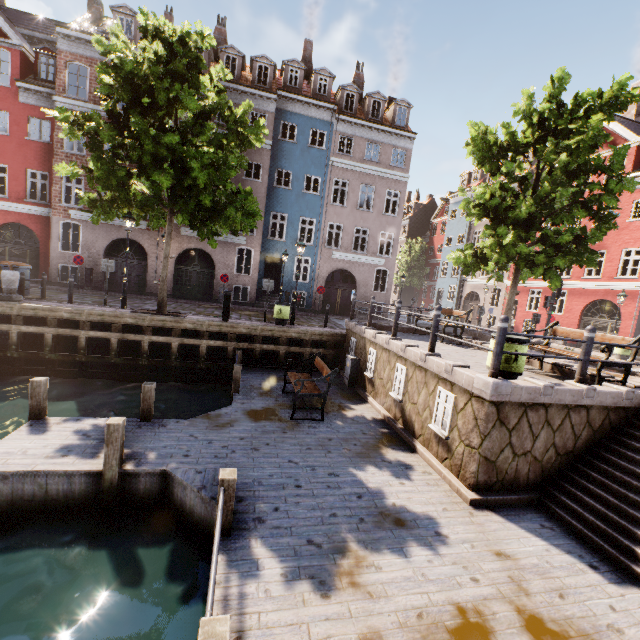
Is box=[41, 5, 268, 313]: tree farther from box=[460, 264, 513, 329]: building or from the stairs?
the stairs

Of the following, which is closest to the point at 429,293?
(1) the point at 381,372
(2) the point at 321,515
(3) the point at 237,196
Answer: (3) the point at 237,196

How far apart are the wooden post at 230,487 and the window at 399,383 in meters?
5.1

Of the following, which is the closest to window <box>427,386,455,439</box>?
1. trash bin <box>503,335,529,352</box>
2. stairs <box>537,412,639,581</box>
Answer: trash bin <box>503,335,529,352</box>

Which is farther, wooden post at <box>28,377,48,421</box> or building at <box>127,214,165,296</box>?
building at <box>127,214,165,296</box>

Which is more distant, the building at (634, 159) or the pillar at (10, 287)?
the building at (634, 159)

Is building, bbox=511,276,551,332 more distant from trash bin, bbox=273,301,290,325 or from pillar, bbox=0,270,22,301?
pillar, bbox=0,270,22,301

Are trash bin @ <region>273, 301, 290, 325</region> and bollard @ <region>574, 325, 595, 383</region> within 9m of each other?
no
